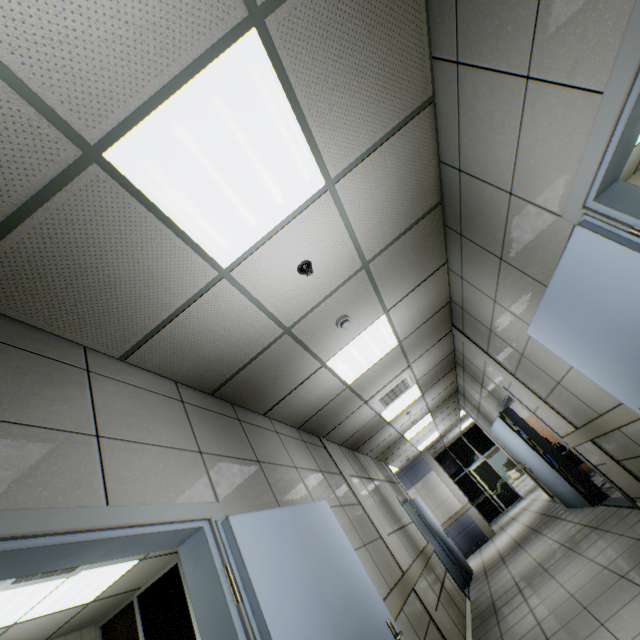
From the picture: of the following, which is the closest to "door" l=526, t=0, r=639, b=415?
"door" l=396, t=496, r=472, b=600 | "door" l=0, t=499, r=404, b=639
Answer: "door" l=0, t=499, r=404, b=639

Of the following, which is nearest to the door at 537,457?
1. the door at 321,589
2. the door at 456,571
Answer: the door at 456,571

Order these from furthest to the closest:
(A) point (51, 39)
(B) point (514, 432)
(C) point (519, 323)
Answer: (B) point (514, 432), (C) point (519, 323), (A) point (51, 39)

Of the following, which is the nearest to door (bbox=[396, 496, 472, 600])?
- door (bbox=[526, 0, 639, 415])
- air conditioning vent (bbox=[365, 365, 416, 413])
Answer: air conditioning vent (bbox=[365, 365, 416, 413])

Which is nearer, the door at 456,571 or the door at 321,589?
the door at 321,589

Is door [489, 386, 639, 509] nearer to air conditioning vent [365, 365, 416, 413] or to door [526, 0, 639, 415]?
air conditioning vent [365, 365, 416, 413]

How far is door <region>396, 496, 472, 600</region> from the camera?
7.3 meters

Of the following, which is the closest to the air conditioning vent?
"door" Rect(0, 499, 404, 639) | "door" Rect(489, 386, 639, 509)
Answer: "door" Rect(489, 386, 639, 509)
